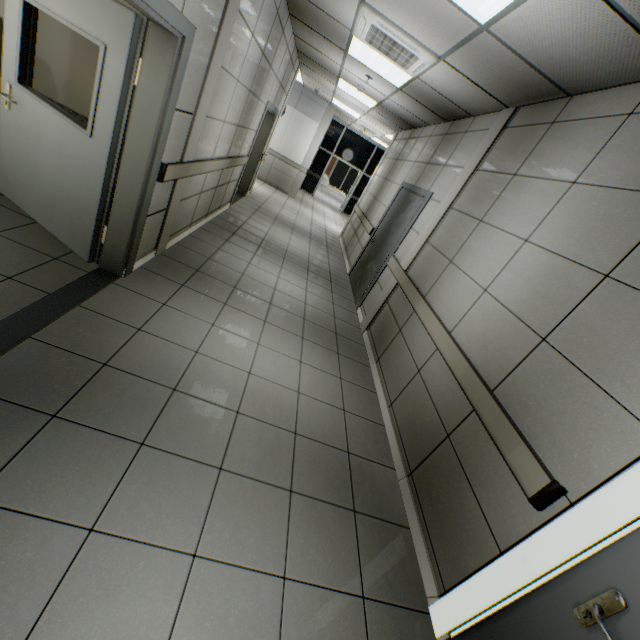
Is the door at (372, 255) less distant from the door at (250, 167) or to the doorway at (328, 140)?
the door at (250, 167)

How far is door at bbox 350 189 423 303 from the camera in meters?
5.3 m

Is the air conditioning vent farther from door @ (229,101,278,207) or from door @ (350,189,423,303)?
door @ (229,101,278,207)

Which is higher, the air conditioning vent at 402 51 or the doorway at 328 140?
the air conditioning vent at 402 51

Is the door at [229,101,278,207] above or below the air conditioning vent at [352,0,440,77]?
below

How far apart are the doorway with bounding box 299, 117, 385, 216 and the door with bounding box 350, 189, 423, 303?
9.53m

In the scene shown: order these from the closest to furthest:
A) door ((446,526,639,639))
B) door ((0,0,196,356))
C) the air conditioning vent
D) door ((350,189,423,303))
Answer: door ((446,526,639,639)) < door ((0,0,196,356)) < the air conditioning vent < door ((350,189,423,303))

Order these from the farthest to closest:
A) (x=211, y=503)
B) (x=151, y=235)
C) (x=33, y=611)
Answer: (x=151, y=235)
(x=211, y=503)
(x=33, y=611)
